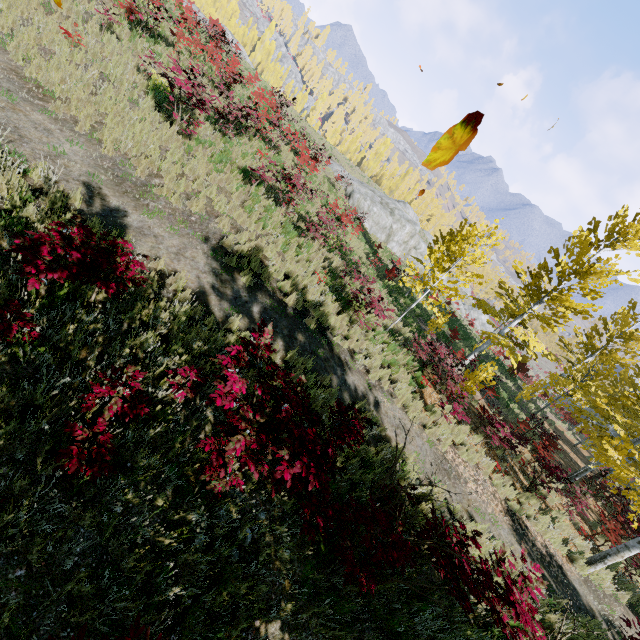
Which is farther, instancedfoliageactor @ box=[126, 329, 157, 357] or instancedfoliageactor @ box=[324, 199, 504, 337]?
instancedfoliageactor @ box=[324, 199, 504, 337]

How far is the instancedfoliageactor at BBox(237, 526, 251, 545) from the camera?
3.8m

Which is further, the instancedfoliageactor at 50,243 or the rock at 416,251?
the rock at 416,251

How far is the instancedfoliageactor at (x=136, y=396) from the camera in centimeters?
295cm

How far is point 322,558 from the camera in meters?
4.2

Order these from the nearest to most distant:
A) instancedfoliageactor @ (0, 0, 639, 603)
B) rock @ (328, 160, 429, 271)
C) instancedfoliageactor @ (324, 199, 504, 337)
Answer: instancedfoliageactor @ (0, 0, 639, 603) < instancedfoliageactor @ (324, 199, 504, 337) < rock @ (328, 160, 429, 271)
